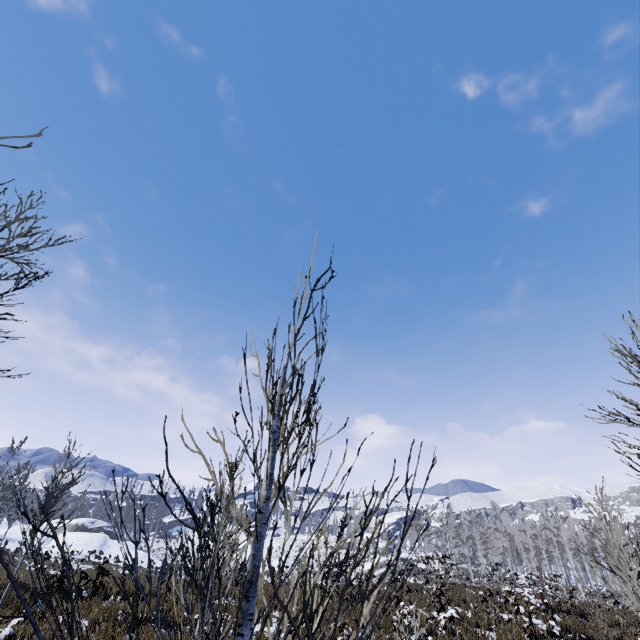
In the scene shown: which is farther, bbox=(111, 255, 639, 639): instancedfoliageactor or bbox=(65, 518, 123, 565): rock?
bbox=(65, 518, 123, 565): rock

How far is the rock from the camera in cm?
3765

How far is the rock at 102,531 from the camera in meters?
37.7 m

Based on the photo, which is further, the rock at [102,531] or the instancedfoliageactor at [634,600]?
the rock at [102,531]

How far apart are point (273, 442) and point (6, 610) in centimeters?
Answer: 1381cm
